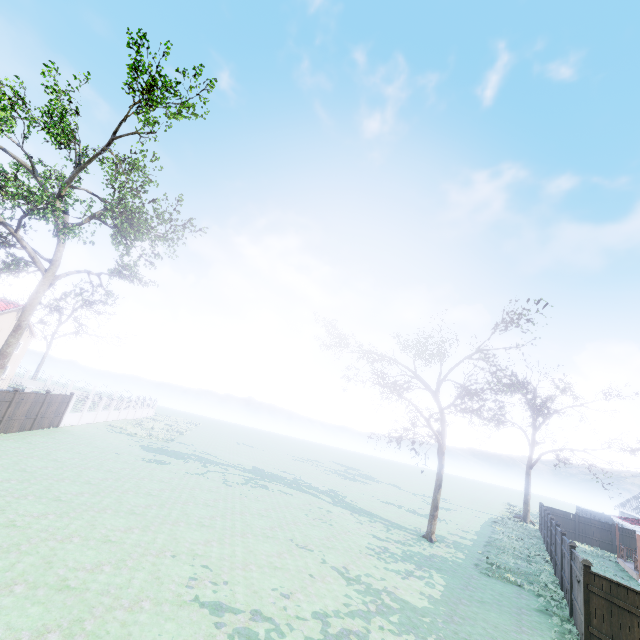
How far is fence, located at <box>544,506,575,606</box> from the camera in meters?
13.3

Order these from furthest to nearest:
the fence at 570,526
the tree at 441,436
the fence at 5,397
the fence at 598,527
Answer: the fence at 598,527 < the tree at 441,436 < the fence at 5,397 < the fence at 570,526

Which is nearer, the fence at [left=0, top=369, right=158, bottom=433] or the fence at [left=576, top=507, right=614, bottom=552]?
the fence at [left=0, top=369, right=158, bottom=433]

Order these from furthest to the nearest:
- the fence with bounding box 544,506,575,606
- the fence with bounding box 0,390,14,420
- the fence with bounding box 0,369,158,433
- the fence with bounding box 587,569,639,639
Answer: the fence with bounding box 0,369,158,433 → the fence with bounding box 0,390,14,420 → the fence with bounding box 544,506,575,606 → the fence with bounding box 587,569,639,639

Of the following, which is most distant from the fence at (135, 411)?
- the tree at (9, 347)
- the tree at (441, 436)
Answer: the tree at (441, 436)

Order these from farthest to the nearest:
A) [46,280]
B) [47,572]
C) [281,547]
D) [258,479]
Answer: [46,280], [258,479], [281,547], [47,572]

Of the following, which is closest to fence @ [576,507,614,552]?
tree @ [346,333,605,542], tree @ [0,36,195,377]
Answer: tree @ [0,36,195,377]
